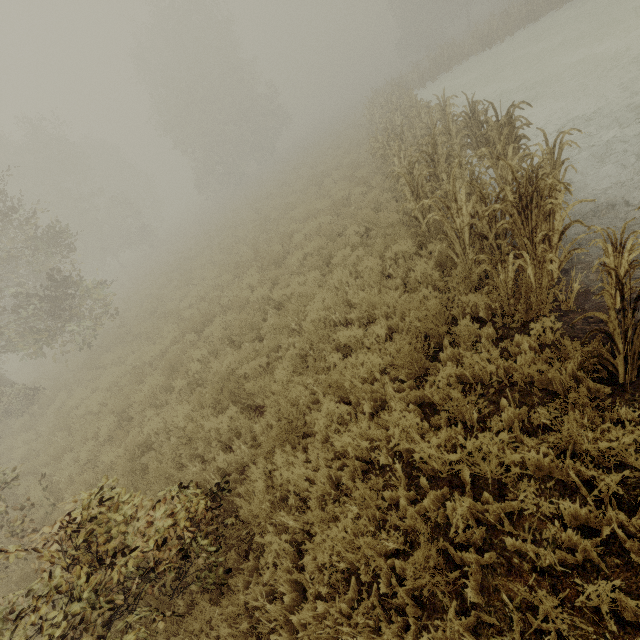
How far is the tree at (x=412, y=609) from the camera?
2.83m

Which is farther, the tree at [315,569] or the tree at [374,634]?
the tree at [315,569]

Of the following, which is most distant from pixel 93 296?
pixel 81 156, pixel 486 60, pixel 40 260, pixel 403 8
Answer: pixel 403 8

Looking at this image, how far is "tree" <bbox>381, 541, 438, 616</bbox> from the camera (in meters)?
2.83

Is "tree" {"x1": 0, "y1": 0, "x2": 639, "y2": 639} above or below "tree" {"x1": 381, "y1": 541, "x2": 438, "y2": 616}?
above

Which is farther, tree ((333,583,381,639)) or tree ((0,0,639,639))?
tree ((0,0,639,639))
